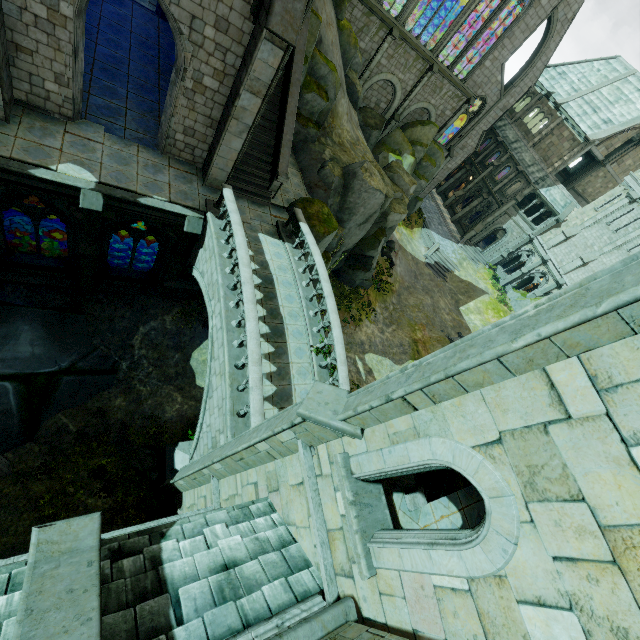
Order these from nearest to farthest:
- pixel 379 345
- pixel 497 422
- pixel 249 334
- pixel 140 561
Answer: pixel 497 422, pixel 140 561, pixel 249 334, pixel 379 345

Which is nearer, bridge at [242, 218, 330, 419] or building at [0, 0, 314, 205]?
building at [0, 0, 314, 205]

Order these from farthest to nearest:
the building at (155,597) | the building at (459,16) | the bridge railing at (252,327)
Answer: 1. the building at (459,16)
2. the bridge railing at (252,327)
3. the building at (155,597)

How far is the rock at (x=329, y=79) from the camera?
15.6 meters

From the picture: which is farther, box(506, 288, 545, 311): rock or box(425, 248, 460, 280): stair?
box(506, 288, 545, 311): rock

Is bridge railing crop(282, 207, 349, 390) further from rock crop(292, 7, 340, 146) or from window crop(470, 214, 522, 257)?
window crop(470, 214, 522, 257)

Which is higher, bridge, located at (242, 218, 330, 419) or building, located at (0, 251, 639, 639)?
building, located at (0, 251, 639, 639)

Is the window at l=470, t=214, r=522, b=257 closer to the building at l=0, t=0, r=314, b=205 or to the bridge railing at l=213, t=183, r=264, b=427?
the building at l=0, t=0, r=314, b=205
